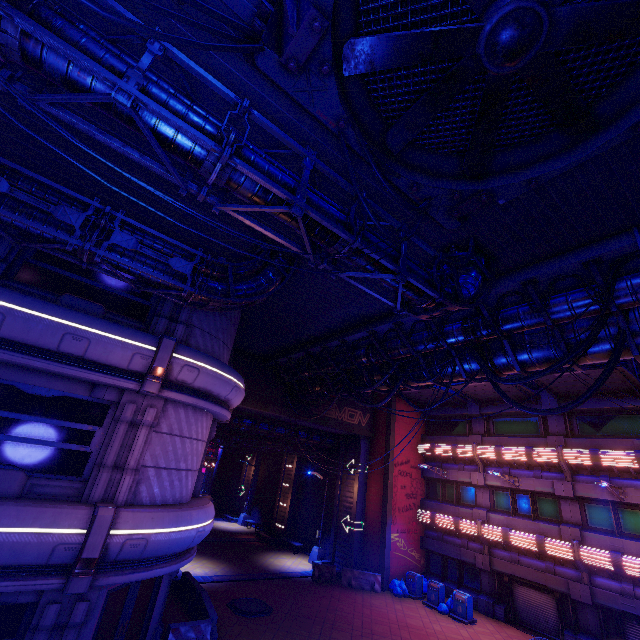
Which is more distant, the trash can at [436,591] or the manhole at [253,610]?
the trash can at [436,591]

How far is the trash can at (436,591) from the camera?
18.8 meters

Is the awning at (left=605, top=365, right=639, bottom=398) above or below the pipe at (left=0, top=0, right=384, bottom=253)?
above

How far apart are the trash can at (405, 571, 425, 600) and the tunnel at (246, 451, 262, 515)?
20.1 meters

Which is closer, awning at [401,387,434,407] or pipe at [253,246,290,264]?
pipe at [253,246,290,264]

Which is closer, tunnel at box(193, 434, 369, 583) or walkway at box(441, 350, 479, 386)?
walkway at box(441, 350, 479, 386)

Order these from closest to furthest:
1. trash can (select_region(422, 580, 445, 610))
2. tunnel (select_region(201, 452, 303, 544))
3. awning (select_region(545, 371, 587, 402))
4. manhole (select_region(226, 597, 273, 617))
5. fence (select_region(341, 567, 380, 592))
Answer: manhole (select_region(226, 597, 273, 617)) → awning (select_region(545, 371, 587, 402)) → trash can (select_region(422, 580, 445, 610)) → fence (select_region(341, 567, 380, 592)) → tunnel (select_region(201, 452, 303, 544))

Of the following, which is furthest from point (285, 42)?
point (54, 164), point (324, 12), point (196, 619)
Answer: point (196, 619)
